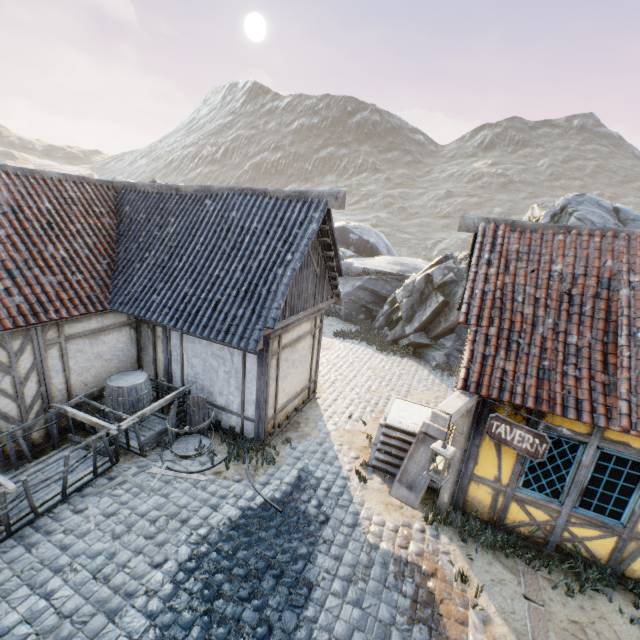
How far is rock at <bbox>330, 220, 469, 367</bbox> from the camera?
14.1m

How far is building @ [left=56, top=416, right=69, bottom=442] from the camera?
7.4m

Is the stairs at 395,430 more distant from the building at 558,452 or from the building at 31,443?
the building at 31,443

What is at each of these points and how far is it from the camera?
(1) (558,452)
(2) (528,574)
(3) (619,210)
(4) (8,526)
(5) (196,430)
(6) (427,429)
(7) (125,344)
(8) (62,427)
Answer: (1) building, 5.5m
(2) stone blocks, 5.5m
(3) rock, 12.8m
(4) wagon, 5.2m
(5) barrel, 8.1m
(6) washtub, 7.7m
(7) building, 8.5m
(8) building, 7.5m

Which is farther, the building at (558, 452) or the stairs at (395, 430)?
the stairs at (395, 430)

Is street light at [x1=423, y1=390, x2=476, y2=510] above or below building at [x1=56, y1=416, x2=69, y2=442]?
above

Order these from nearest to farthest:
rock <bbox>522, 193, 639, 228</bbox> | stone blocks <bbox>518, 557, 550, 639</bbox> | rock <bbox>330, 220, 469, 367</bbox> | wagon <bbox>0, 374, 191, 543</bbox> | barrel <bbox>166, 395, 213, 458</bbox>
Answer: stone blocks <bbox>518, 557, 550, 639</bbox> < wagon <bbox>0, 374, 191, 543</bbox> < barrel <bbox>166, 395, 213, 458</bbox> < rock <bbox>522, 193, 639, 228</bbox> < rock <bbox>330, 220, 469, 367</bbox>
